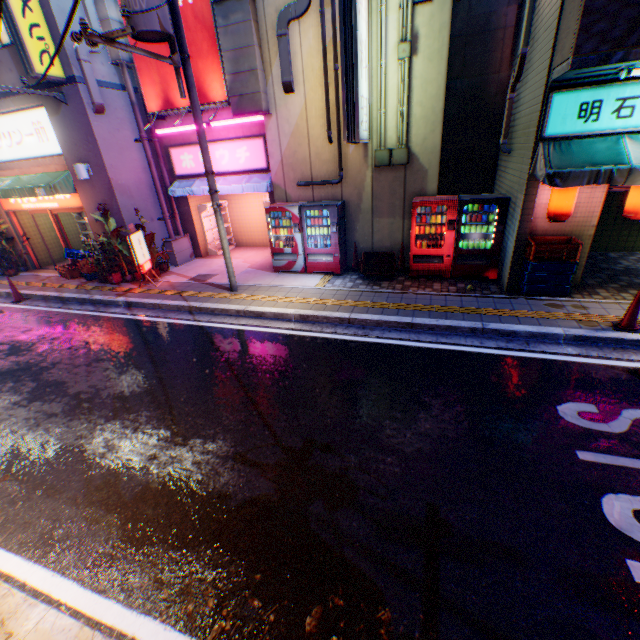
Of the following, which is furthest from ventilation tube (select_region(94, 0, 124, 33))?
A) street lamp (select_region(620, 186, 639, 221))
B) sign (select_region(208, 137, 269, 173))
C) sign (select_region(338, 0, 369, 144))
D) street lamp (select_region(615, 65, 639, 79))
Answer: Answer: street lamp (select_region(620, 186, 639, 221))

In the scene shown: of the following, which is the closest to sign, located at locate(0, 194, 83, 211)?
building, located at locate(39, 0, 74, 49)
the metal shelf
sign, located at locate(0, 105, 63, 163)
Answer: building, located at locate(39, 0, 74, 49)

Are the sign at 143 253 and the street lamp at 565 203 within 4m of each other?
no

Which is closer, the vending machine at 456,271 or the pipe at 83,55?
the vending machine at 456,271

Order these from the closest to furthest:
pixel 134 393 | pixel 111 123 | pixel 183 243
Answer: pixel 134 393
pixel 111 123
pixel 183 243

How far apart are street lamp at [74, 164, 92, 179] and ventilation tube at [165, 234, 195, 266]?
2.74m

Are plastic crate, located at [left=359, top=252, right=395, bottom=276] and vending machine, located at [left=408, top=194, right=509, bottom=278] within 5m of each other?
yes

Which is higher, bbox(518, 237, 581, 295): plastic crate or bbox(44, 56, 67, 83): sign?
bbox(44, 56, 67, 83): sign
